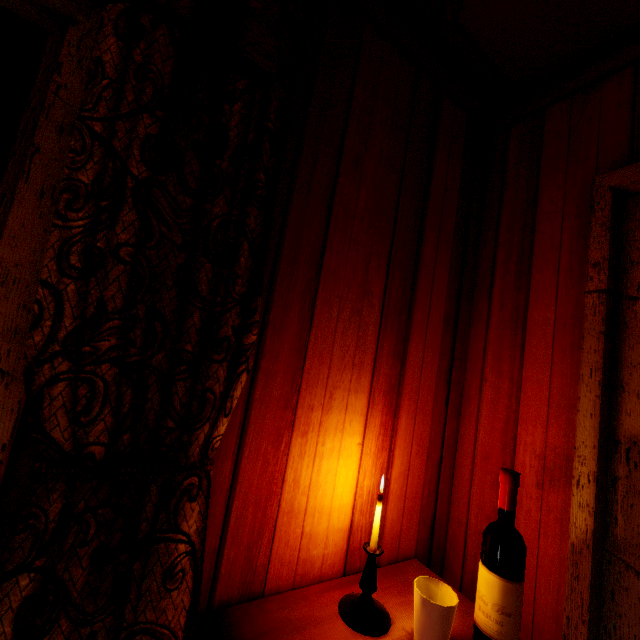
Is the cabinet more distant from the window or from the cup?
the window

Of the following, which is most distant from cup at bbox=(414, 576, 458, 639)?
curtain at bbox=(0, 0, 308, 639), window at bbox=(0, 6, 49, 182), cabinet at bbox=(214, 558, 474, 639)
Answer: window at bbox=(0, 6, 49, 182)

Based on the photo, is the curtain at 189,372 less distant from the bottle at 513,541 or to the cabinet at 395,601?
the cabinet at 395,601

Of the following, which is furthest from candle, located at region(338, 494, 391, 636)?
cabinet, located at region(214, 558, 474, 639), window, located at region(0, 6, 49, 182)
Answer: window, located at region(0, 6, 49, 182)

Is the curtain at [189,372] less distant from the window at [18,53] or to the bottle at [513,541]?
the window at [18,53]

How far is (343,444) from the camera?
1.1m

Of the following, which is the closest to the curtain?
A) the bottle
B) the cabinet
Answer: the cabinet
